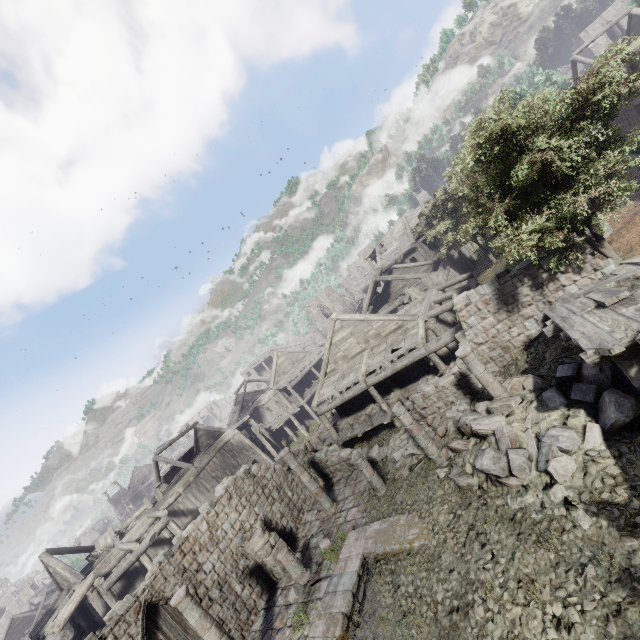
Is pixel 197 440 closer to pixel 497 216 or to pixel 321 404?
pixel 321 404

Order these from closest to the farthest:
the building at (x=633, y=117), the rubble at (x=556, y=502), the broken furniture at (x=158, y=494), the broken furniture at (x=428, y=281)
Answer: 1. the rubble at (x=556, y=502)
2. the building at (x=633, y=117)
3. the broken furniture at (x=428, y=281)
4. the broken furniture at (x=158, y=494)

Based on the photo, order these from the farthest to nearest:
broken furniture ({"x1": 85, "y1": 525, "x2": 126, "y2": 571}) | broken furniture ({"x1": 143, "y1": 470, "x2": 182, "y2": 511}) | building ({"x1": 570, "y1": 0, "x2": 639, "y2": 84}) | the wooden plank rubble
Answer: building ({"x1": 570, "y1": 0, "x2": 639, "y2": 84})
broken furniture ({"x1": 143, "y1": 470, "x2": 182, "y2": 511})
broken furniture ({"x1": 85, "y1": 525, "x2": 126, "y2": 571})
the wooden plank rubble

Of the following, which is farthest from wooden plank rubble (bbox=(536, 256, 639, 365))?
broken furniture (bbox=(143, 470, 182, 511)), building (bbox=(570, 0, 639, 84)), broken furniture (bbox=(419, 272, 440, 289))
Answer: broken furniture (bbox=(143, 470, 182, 511))

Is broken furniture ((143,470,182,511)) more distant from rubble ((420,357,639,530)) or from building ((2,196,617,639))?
rubble ((420,357,639,530))

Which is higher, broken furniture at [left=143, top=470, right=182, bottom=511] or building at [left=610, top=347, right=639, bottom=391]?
broken furniture at [left=143, top=470, right=182, bottom=511]

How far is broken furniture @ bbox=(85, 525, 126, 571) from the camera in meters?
22.0 m

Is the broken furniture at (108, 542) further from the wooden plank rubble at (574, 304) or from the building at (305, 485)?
the wooden plank rubble at (574, 304)
